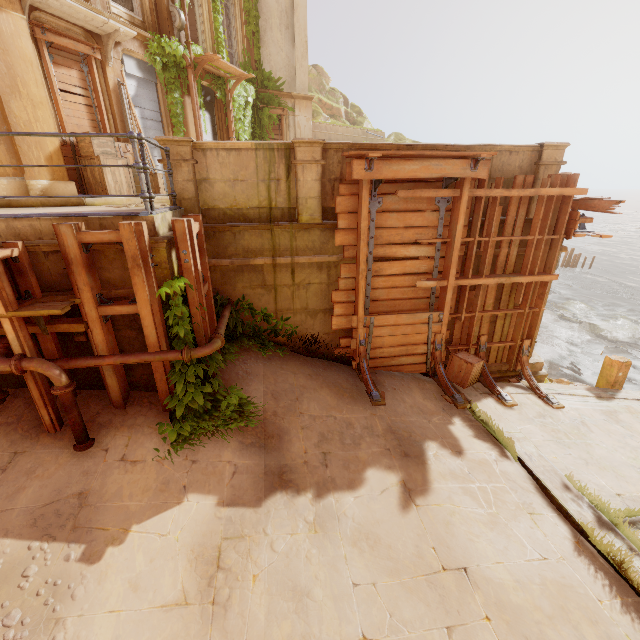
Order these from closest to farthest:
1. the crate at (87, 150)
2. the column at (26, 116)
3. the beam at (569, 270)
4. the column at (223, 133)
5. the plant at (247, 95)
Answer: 1. the column at (26, 116)
2. the crate at (87, 150)
3. the column at (223, 133)
4. the plant at (247, 95)
5. the beam at (569, 270)

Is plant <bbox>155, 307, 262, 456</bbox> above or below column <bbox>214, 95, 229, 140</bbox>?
below

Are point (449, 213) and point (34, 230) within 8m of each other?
yes

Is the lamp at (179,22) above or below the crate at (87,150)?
above

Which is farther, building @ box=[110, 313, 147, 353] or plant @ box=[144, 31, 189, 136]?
plant @ box=[144, 31, 189, 136]

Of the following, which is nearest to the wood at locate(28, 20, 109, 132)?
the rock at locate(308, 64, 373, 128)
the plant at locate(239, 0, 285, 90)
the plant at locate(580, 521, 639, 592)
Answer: the plant at locate(239, 0, 285, 90)

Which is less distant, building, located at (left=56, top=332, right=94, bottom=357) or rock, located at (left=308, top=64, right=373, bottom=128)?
building, located at (left=56, top=332, right=94, bottom=357)

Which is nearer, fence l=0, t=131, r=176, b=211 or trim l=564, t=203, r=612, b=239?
fence l=0, t=131, r=176, b=211
